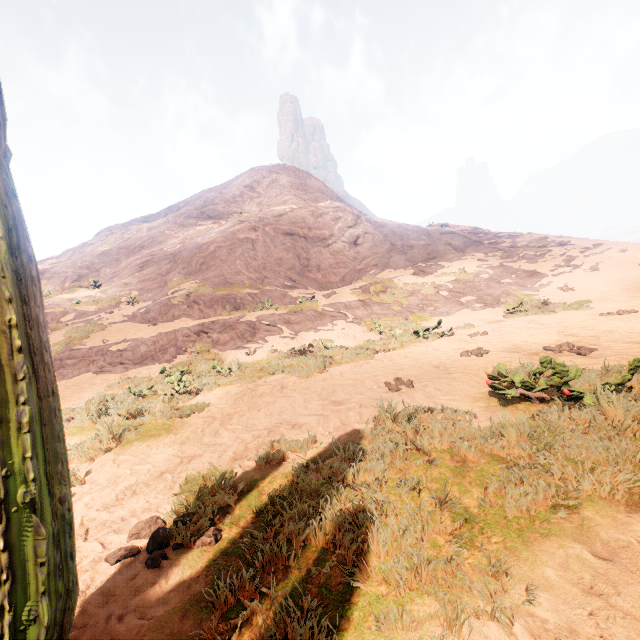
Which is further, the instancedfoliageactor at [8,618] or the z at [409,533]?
the z at [409,533]

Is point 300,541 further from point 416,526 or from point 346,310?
point 346,310

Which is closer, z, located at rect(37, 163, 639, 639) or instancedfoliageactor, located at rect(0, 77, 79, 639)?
instancedfoliageactor, located at rect(0, 77, 79, 639)
